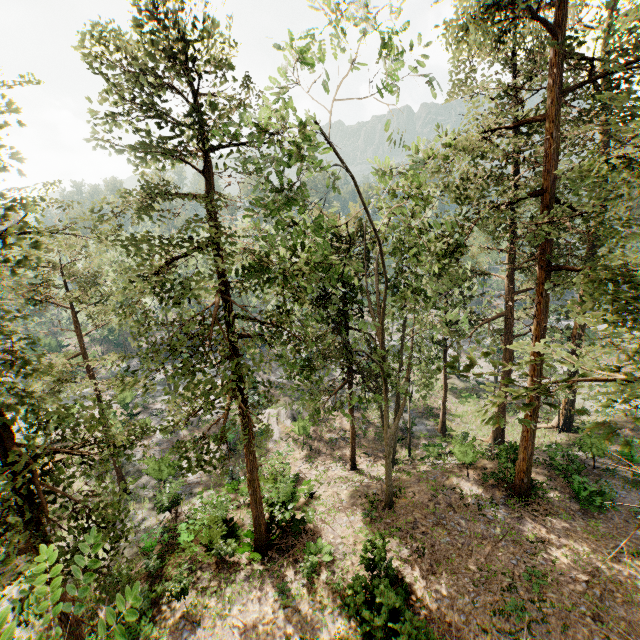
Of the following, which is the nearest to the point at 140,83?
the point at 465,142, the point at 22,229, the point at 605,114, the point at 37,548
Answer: the point at 22,229
